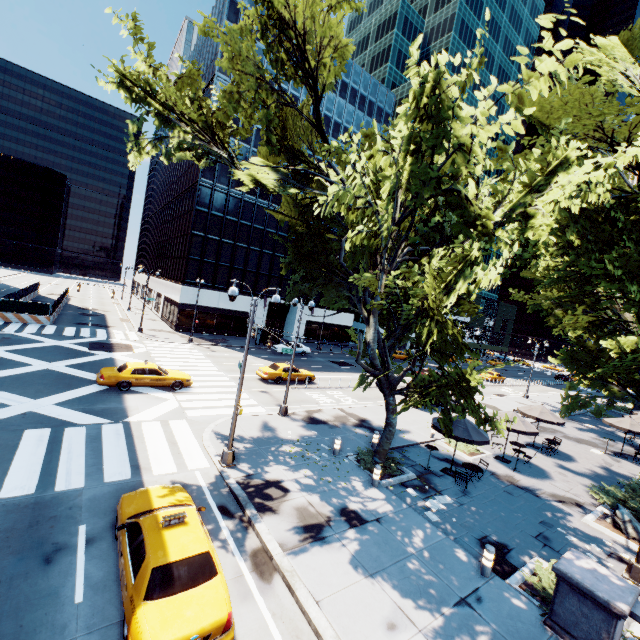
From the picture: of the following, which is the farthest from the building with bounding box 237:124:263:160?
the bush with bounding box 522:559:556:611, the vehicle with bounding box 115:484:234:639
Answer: the bush with bounding box 522:559:556:611

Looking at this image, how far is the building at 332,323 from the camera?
55.5 meters

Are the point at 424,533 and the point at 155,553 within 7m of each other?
no

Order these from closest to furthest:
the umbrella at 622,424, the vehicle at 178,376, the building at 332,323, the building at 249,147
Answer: the vehicle at 178,376
the umbrella at 622,424
the building at 249,147
the building at 332,323

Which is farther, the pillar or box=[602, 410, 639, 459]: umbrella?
box=[602, 410, 639, 459]: umbrella

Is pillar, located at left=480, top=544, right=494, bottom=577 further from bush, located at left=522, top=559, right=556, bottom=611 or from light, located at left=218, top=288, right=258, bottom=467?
light, located at left=218, top=288, right=258, bottom=467

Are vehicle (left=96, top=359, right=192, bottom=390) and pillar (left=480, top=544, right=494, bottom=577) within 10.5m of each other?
no

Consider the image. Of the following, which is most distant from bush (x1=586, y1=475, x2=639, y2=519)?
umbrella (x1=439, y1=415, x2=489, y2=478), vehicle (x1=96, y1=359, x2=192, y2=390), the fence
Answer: the fence
